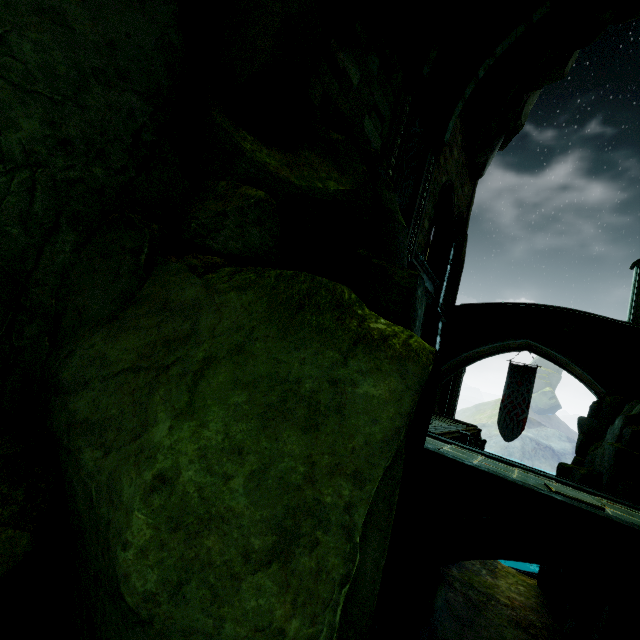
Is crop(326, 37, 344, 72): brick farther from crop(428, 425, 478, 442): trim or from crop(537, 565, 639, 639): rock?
crop(537, 565, 639, 639): rock

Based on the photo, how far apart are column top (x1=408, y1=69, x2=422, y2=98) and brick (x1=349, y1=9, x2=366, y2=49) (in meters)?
2.79

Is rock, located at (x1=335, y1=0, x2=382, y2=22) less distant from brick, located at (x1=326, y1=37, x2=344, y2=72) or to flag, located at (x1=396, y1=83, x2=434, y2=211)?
brick, located at (x1=326, y1=37, x2=344, y2=72)

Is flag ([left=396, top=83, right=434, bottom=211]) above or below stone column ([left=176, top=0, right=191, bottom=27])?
above

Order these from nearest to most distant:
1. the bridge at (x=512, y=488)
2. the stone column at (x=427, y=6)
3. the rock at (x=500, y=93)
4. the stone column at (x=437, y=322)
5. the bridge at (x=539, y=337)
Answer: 1. the bridge at (x=512, y=488)
2. the stone column at (x=427, y=6)
3. the rock at (x=500, y=93)
4. the bridge at (x=539, y=337)
5. the stone column at (x=437, y=322)

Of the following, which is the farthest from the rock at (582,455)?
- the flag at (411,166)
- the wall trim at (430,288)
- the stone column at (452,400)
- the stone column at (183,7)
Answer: the stone column at (183,7)

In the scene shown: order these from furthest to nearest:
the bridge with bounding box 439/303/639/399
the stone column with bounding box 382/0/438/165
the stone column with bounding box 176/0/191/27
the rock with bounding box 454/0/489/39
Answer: the bridge with bounding box 439/303/639/399 → the rock with bounding box 454/0/489/39 → the stone column with bounding box 382/0/438/165 → the stone column with bounding box 176/0/191/27

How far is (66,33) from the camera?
2.96m
